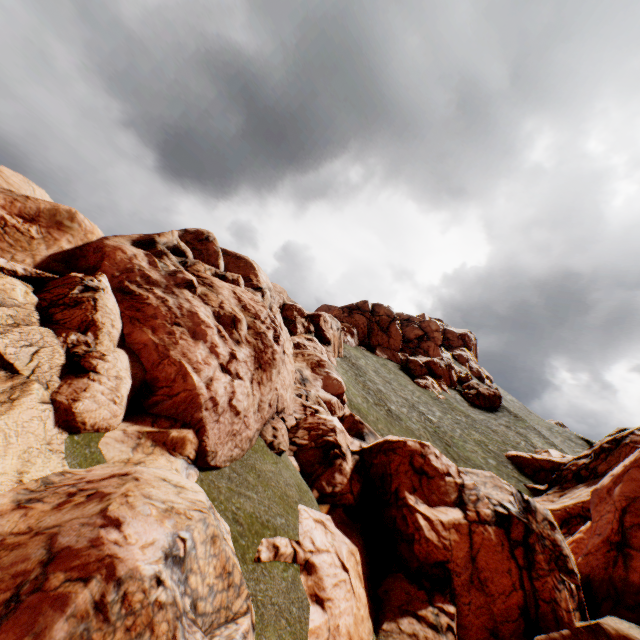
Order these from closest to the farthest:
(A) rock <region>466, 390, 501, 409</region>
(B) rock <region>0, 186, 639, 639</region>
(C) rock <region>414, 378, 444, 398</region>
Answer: (B) rock <region>0, 186, 639, 639</region> < (C) rock <region>414, 378, 444, 398</region> < (A) rock <region>466, 390, 501, 409</region>

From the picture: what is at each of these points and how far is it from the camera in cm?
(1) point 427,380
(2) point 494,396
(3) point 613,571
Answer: (1) rock, 5903
(2) rock, 5969
(3) rock, 1419

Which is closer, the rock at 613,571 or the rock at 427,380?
the rock at 613,571

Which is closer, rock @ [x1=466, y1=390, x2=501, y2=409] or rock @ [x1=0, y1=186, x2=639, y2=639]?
rock @ [x1=0, y1=186, x2=639, y2=639]

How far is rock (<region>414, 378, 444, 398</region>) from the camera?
56.0 meters
